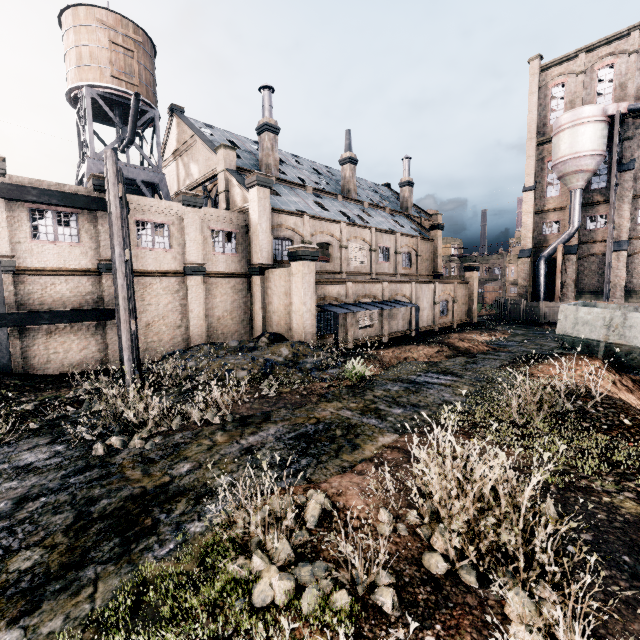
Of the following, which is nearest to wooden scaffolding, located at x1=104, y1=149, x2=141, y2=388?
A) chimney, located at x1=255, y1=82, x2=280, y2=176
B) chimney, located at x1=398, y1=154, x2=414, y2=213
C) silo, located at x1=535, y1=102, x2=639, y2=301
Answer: chimney, located at x1=255, y1=82, x2=280, y2=176

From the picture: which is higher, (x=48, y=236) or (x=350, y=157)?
(x=350, y=157)

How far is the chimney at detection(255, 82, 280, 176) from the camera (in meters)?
28.84

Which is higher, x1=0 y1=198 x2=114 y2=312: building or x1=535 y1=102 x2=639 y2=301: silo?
x1=535 y1=102 x2=639 y2=301: silo

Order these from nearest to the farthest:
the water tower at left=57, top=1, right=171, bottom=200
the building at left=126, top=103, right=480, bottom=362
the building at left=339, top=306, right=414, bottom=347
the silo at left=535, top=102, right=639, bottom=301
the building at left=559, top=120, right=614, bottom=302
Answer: the building at left=126, top=103, right=480, bottom=362 → the building at left=339, top=306, right=414, bottom=347 → the water tower at left=57, top=1, right=171, bottom=200 → the silo at left=535, top=102, right=639, bottom=301 → the building at left=559, top=120, right=614, bottom=302

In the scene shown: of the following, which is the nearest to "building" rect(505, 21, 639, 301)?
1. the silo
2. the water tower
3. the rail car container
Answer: the silo

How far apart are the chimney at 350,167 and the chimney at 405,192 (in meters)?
10.80

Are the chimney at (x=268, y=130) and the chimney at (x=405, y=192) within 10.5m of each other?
no
